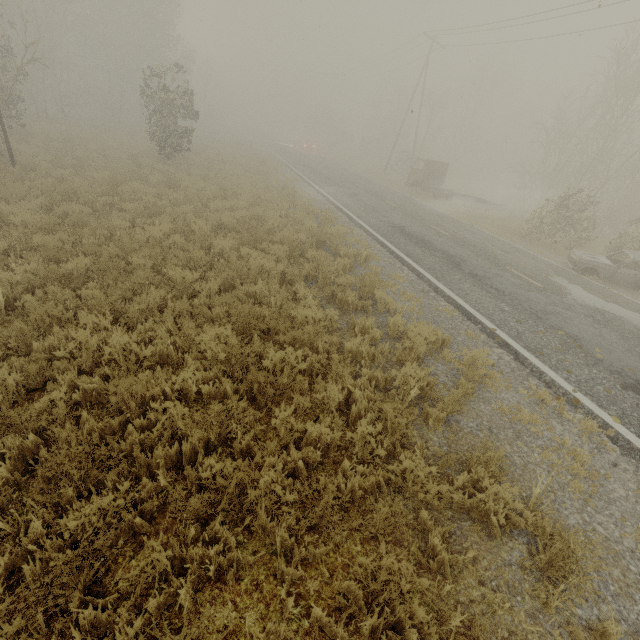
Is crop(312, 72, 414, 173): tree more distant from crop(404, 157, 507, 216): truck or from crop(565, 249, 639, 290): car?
crop(565, 249, 639, 290): car

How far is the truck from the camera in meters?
21.9

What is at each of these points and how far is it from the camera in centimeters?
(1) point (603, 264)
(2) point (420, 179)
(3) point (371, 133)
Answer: (1) car, 1237cm
(2) truck, 2511cm
(3) tree, 5275cm

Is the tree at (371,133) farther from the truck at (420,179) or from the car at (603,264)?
the car at (603,264)

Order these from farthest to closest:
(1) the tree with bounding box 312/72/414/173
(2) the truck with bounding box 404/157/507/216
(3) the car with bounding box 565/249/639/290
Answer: (1) the tree with bounding box 312/72/414/173
(2) the truck with bounding box 404/157/507/216
(3) the car with bounding box 565/249/639/290

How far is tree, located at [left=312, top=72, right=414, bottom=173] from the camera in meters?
42.5

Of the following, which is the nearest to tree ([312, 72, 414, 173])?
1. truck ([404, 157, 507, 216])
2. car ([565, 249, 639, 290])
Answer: truck ([404, 157, 507, 216])
